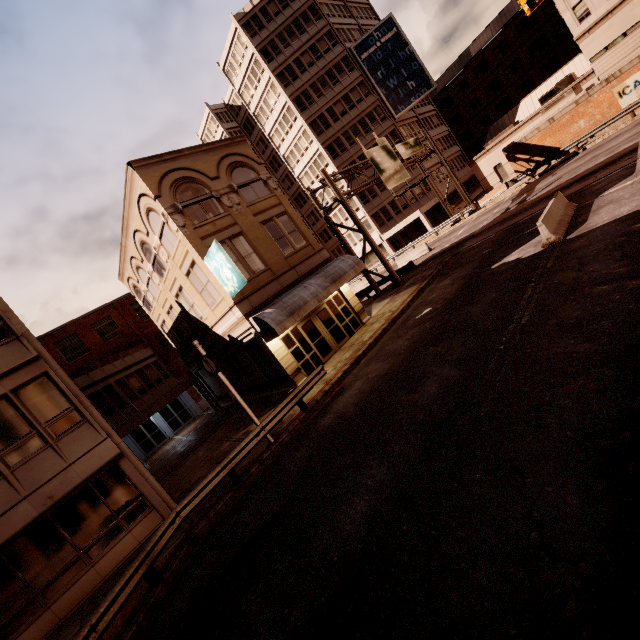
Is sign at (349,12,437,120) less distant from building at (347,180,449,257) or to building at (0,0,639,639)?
building at (347,180,449,257)

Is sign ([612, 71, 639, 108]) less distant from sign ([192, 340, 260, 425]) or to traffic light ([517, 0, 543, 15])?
traffic light ([517, 0, 543, 15])

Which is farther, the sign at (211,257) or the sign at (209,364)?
the sign at (211,257)

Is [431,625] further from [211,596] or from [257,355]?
→ [257,355]

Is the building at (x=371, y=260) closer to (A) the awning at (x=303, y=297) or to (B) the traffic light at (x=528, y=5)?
(A) the awning at (x=303, y=297)

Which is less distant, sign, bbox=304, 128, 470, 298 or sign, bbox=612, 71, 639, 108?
sign, bbox=304, 128, 470, 298

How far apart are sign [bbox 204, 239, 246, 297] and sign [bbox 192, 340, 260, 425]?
3.52m

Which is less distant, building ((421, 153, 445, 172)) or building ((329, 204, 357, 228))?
building ((421, 153, 445, 172))
